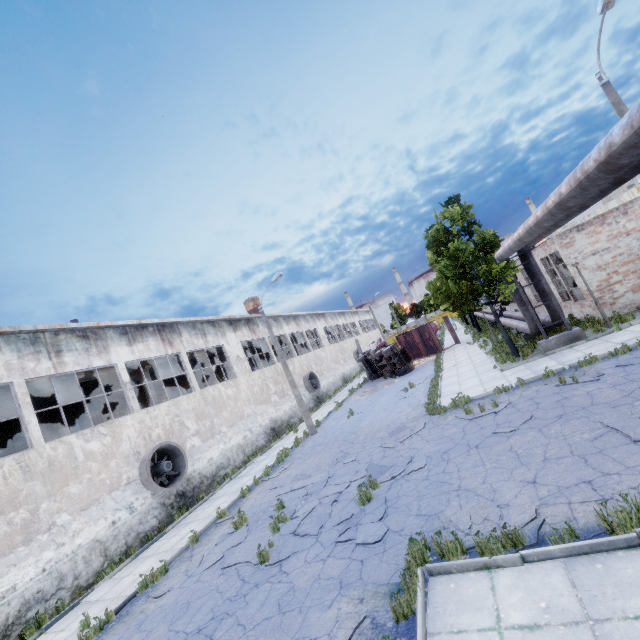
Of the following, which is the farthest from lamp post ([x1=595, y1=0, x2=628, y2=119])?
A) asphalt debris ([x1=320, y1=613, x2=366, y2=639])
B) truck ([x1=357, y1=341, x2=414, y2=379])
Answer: truck ([x1=357, y1=341, x2=414, y2=379])

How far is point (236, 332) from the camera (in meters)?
25.41

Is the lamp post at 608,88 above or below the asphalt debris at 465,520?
above

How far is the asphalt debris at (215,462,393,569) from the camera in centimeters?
829cm

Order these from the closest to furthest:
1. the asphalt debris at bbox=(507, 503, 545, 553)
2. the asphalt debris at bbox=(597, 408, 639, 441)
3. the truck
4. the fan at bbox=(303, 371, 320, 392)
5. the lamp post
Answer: the asphalt debris at bbox=(507, 503, 545, 553)
the asphalt debris at bbox=(597, 408, 639, 441)
the lamp post
the truck
the fan at bbox=(303, 371, 320, 392)

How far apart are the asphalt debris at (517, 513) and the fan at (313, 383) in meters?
24.6

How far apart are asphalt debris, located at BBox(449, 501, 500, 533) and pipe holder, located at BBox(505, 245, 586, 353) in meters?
11.4

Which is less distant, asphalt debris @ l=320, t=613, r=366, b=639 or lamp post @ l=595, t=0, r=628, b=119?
asphalt debris @ l=320, t=613, r=366, b=639
